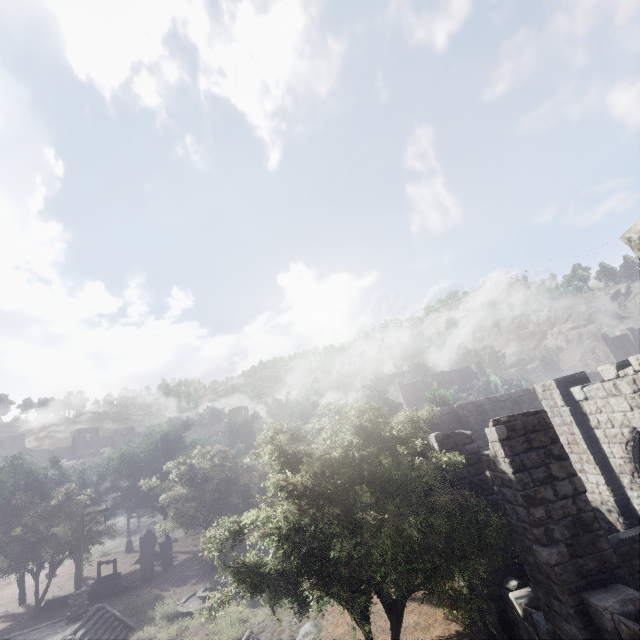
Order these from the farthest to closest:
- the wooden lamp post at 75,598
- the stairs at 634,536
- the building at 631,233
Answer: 1. the wooden lamp post at 75,598
2. the stairs at 634,536
3. the building at 631,233

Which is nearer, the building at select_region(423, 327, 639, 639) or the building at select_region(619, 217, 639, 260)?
the building at select_region(619, 217, 639, 260)

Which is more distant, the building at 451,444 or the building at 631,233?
the building at 451,444

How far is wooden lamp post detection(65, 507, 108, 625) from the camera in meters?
16.1

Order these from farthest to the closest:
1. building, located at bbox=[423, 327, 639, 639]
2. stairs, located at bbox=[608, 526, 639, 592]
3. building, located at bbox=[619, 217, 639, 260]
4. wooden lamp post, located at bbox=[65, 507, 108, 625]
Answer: wooden lamp post, located at bbox=[65, 507, 108, 625] < stairs, located at bbox=[608, 526, 639, 592] < building, located at bbox=[423, 327, 639, 639] < building, located at bbox=[619, 217, 639, 260]

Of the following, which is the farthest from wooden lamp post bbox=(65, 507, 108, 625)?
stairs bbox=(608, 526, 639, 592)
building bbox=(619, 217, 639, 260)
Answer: stairs bbox=(608, 526, 639, 592)

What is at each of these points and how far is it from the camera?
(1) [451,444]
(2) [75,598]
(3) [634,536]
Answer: (1) building, 11.3m
(2) wooden lamp post, 16.4m
(3) stairs, 9.3m
